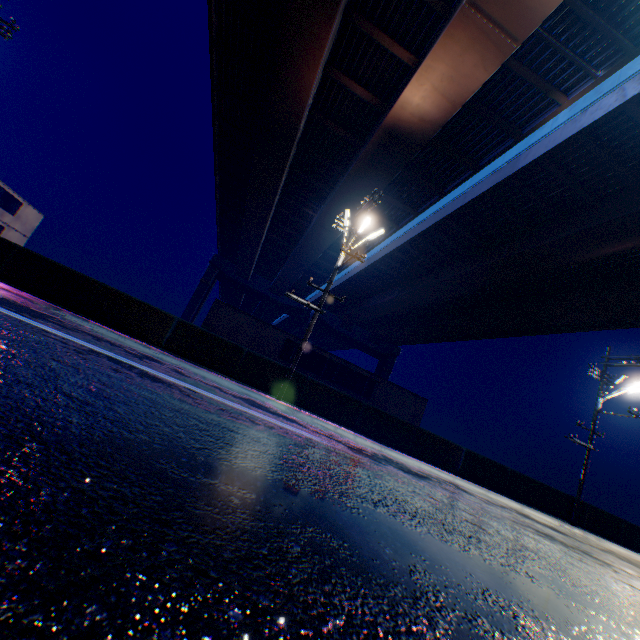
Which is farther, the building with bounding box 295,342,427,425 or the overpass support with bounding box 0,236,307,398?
the building with bounding box 295,342,427,425

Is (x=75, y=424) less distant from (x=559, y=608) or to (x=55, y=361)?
(x=55, y=361)

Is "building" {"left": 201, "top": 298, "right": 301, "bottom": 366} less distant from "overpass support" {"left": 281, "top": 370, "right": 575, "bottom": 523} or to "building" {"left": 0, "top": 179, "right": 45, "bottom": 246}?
"building" {"left": 0, "top": 179, "right": 45, "bottom": 246}

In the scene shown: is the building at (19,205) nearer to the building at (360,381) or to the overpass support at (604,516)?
the building at (360,381)

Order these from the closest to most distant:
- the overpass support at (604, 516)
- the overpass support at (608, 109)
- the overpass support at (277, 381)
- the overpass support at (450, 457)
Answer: the overpass support at (277, 381)
the overpass support at (450, 457)
the overpass support at (608, 109)
the overpass support at (604, 516)

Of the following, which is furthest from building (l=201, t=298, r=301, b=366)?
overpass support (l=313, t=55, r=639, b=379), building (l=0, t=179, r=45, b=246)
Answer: overpass support (l=313, t=55, r=639, b=379)

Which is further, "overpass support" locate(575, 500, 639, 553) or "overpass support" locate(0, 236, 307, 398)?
"overpass support" locate(575, 500, 639, 553)
